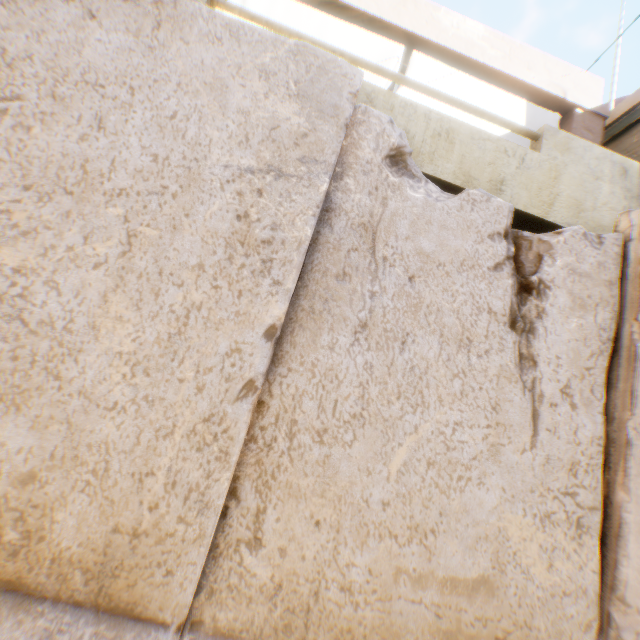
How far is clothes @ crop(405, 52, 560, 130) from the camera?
3.75m

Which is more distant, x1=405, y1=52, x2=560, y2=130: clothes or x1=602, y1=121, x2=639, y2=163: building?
x1=602, y1=121, x2=639, y2=163: building

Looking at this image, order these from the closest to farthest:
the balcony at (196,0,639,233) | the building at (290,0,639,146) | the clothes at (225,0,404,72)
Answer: the balcony at (196,0,639,233), the clothes at (225,0,404,72), the building at (290,0,639,146)

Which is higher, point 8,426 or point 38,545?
point 8,426

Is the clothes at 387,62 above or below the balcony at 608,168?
above

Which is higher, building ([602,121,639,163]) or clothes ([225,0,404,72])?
building ([602,121,639,163])

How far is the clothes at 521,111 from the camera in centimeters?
375cm
